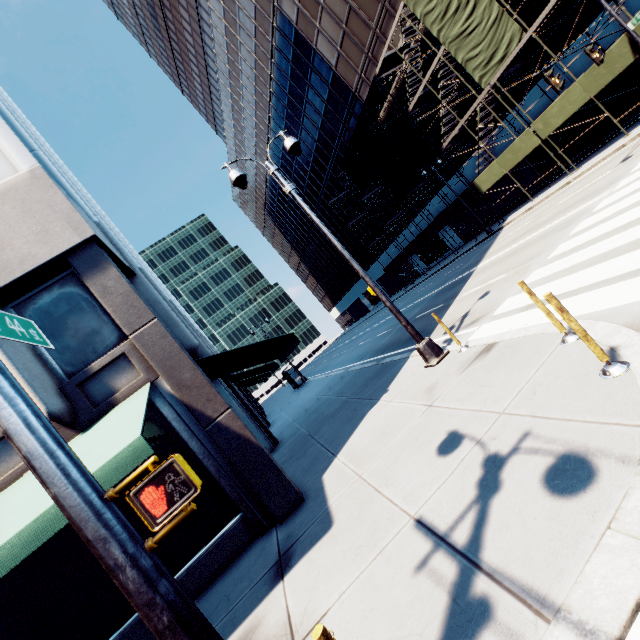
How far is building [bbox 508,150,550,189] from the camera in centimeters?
2411cm

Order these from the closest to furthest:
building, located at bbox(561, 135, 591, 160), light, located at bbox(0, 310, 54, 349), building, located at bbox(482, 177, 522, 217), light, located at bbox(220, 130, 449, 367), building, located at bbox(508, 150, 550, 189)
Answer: light, located at bbox(0, 310, 54, 349)
light, located at bbox(220, 130, 449, 367)
building, located at bbox(561, 135, 591, 160)
building, located at bbox(508, 150, 550, 189)
building, located at bbox(482, 177, 522, 217)

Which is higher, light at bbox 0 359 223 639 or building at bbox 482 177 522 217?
light at bbox 0 359 223 639

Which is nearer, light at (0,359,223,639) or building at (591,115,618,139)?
light at (0,359,223,639)

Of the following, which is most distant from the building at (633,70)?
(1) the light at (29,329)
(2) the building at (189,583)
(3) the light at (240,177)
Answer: (1) the light at (29,329)

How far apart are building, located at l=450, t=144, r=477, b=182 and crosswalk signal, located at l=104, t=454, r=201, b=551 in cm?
3245

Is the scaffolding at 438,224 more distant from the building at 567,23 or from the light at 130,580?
the light at 130,580

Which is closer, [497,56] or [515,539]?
[515,539]
